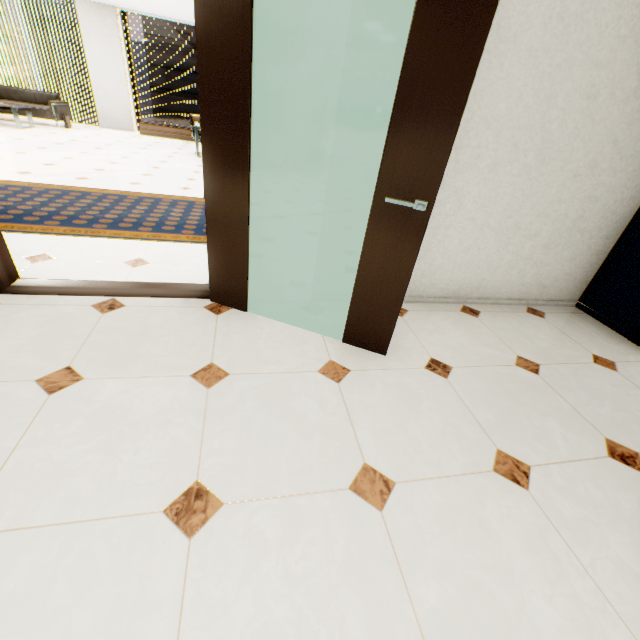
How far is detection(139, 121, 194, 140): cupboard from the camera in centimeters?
998cm

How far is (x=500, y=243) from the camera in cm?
282

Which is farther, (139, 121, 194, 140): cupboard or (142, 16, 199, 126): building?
(142, 16, 199, 126): building

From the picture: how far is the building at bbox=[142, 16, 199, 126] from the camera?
49.81m

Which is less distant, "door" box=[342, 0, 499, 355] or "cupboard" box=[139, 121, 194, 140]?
"door" box=[342, 0, 499, 355]

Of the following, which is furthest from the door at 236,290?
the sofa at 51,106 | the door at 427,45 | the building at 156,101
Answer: the building at 156,101

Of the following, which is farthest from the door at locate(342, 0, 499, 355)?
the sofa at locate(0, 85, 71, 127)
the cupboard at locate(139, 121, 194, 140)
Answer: the sofa at locate(0, 85, 71, 127)

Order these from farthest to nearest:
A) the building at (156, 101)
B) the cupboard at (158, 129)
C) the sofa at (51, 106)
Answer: the building at (156, 101)
the cupboard at (158, 129)
the sofa at (51, 106)
